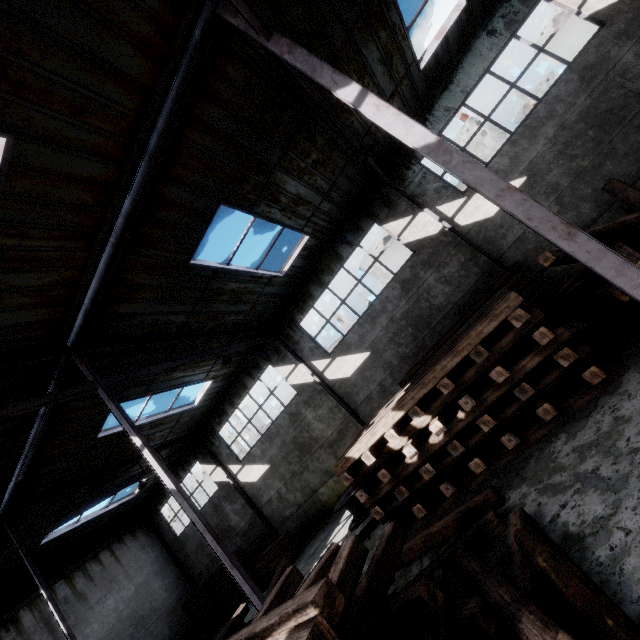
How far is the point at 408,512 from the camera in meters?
7.2 m

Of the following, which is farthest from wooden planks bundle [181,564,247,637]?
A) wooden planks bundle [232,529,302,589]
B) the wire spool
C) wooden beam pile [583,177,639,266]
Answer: wooden beam pile [583,177,639,266]

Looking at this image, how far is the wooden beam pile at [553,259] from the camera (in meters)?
6.01

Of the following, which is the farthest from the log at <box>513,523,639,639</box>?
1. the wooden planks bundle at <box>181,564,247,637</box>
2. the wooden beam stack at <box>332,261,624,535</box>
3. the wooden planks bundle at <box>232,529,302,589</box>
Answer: the wooden planks bundle at <box>181,564,247,637</box>

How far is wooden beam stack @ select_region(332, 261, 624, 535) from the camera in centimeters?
535cm

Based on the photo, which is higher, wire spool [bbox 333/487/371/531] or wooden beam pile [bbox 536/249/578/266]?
wooden beam pile [bbox 536/249/578/266]

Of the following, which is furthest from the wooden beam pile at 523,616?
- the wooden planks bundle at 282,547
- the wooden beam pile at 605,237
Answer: the wooden planks bundle at 282,547

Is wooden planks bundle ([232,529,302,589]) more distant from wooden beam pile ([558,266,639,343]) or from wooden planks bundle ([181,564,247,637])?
wooden beam pile ([558,266,639,343])
